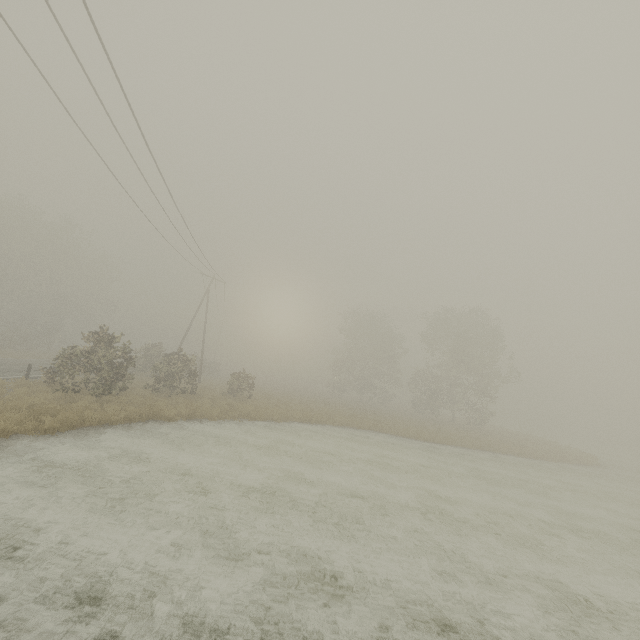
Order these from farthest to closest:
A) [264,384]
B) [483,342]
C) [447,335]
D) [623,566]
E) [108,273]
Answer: [108,273], [264,384], [447,335], [483,342], [623,566]
